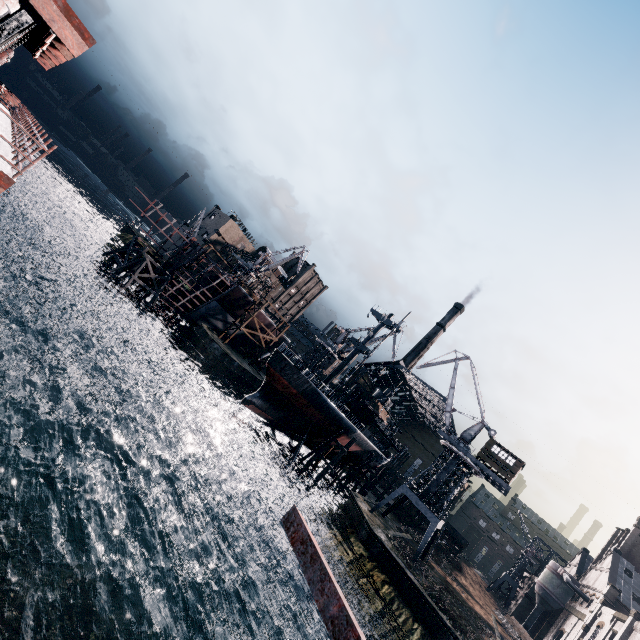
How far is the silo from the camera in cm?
5473

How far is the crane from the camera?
41.19m

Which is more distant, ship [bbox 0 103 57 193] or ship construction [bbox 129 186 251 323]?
ship construction [bbox 129 186 251 323]

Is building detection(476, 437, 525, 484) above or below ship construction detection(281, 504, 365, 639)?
above

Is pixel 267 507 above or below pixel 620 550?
below

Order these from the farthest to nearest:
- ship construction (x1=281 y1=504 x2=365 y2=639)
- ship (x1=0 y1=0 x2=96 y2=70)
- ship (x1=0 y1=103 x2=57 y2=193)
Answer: ship (x1=0 y1=0 x2=96 y2=70) < ship (x1=0 y1=103 x2=57 y2=193) < ship construction (x1=281 y1=504 x2=365 y2=639)

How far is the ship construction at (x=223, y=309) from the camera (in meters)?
49.25

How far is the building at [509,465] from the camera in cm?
4081
